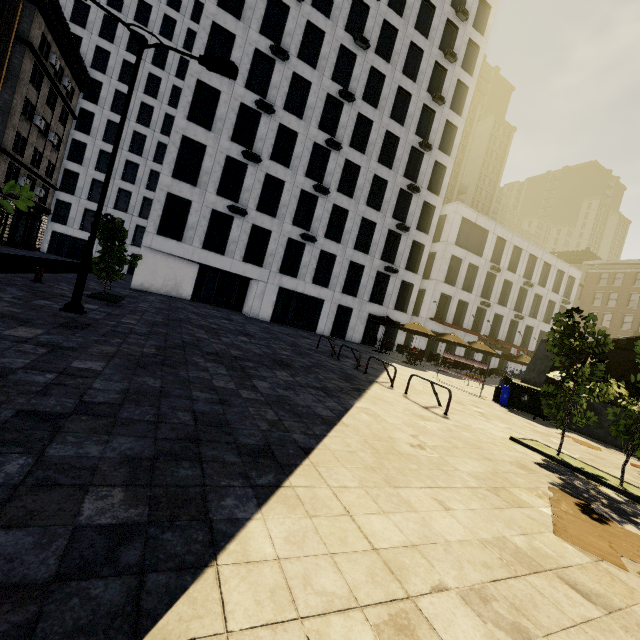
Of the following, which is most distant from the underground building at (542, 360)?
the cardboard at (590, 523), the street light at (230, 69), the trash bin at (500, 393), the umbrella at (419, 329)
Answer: the street light at (230, 69)

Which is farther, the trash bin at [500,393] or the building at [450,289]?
the building at [450,289]

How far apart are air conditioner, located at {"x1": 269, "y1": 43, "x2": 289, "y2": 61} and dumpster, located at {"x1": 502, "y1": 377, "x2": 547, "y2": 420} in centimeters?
2563cm

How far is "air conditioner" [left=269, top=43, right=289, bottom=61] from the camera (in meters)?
22.59

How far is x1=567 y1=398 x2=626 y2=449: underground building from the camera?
10.8 meters

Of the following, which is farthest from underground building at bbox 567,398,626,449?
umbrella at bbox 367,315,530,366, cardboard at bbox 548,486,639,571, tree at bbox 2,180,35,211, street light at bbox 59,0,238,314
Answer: street light at bbox 59,0,238,314

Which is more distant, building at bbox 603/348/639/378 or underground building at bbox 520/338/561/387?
building at bbox 603/348/639/378

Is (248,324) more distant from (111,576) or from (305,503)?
(111,576)
